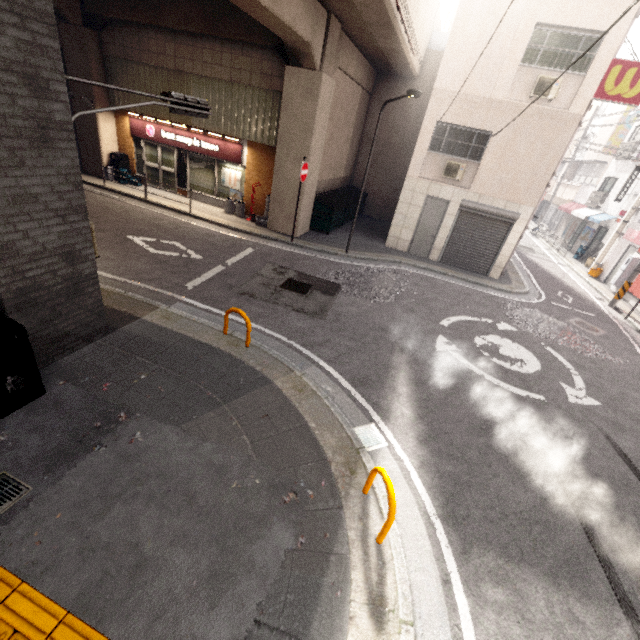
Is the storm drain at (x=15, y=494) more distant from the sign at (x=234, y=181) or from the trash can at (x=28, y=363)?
the sign at (x=234, y=181)

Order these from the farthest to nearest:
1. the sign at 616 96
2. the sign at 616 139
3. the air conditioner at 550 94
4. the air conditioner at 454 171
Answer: the sign at 616 139
the air conditioner at 454 171
the air conditioner at 550 94
the sign at 616 96

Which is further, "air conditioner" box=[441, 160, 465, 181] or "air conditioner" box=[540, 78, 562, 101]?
"air conditioner" box=[441, 160, 465, 181]

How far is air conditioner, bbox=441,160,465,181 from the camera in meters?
12.3 m

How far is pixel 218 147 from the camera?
13.5 meters

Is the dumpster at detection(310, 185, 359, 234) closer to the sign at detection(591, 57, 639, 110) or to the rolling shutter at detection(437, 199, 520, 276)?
the rolling shutter at detection(437, 199, 520, 276)

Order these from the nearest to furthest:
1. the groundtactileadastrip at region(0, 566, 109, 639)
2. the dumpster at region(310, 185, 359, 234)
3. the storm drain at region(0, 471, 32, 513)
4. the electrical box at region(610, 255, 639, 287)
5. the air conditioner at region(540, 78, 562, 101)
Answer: the groundtactileadastrip at region(0, 566, 109, 639) < the storm drain at region(0, 471, 32, 513) < the air conditioner at region(540, 78, 562, 101) < the dumpster at region(310, 185, 359, 234) < the electrical box at region(610, 255, 639, 287)

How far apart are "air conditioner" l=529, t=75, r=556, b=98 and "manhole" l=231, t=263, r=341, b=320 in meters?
9.1 m
